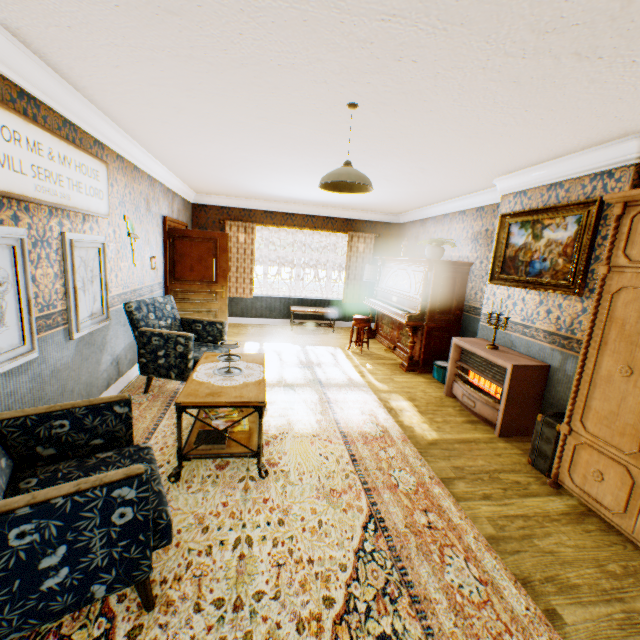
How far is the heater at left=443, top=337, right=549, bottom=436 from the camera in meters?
3.7 m

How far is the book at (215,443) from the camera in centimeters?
270cm

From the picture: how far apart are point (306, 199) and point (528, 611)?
7.33m

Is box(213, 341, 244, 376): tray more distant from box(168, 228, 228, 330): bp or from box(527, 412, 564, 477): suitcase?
box(168, 228, 228, 330): bp

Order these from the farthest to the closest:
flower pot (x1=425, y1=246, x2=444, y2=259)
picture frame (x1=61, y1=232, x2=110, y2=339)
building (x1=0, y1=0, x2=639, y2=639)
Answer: flower pot (x1=425, y1=246, x2=444, y2=259), picture frame (x1=61, y1=232, x2=110, y2=339), building (x1=0, y1=0, x2=639, y2=639)

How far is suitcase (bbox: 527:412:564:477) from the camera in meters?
3.0 m

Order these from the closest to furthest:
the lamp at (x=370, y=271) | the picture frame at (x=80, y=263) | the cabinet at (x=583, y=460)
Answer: the cabinet at (x=583, y=460), the picture frame at (x=80, y=263), the lamp at (x=370, y=271)

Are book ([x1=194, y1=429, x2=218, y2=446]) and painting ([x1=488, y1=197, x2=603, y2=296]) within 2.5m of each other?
no
